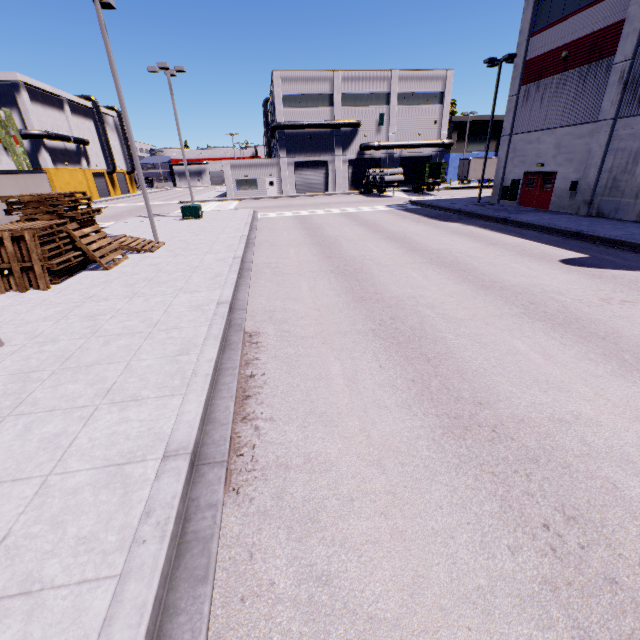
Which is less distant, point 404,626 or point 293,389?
point 404,626

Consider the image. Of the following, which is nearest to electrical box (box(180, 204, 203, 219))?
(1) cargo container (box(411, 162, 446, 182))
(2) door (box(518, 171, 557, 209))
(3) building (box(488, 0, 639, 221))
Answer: (3) building (box(488, 0, 639, 221))

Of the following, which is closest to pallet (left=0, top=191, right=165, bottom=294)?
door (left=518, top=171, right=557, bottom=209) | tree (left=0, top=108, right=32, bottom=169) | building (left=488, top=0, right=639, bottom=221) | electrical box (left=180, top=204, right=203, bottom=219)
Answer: building (left=488, top=0, right=639, bottom=221)

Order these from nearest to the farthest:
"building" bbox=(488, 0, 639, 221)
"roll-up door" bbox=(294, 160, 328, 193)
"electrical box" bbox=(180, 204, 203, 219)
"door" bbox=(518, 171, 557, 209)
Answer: "building" bbox=(488, 0, 639, 221) < "door" bbox=(518, 171, 557, 209) < "electrical box" bbox=(180, 204, 203, 219) < "roll-up door" bbox=(294, 160, 328, 193)

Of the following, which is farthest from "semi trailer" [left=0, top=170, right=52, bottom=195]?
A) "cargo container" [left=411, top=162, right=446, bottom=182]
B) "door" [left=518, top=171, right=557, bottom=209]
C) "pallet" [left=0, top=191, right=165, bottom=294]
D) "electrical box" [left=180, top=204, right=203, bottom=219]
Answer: "electrical box" [left=180, top=204, right=203, bottom=219]

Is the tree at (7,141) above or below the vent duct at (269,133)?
below

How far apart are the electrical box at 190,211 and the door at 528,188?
24.24m

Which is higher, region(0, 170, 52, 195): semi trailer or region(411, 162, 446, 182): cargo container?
region(0, 170, 52, 195): semi trailer
